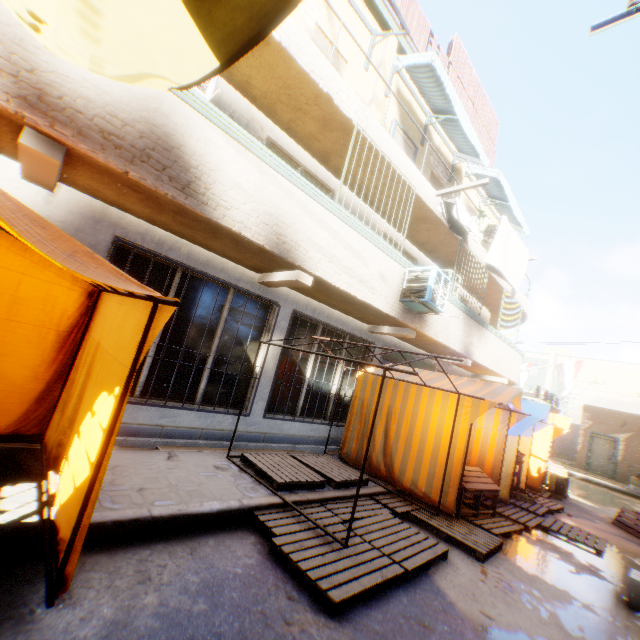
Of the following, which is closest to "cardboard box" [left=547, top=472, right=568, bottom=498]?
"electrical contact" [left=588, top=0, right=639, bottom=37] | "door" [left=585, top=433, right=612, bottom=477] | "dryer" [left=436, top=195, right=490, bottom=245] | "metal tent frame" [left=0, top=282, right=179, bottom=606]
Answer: "door" [left=585, top=433, right=612, bottom=477]

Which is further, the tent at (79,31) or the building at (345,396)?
the building at (345,396)

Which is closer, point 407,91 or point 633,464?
point 407,91

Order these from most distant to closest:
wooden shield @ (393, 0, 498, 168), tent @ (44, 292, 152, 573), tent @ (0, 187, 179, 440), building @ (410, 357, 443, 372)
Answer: building @ (410, 357, 443, 372)
wooden shield @ (393, 0, 498, 168)
tent @ (44, 292, 152, 573)
tent @ (0, 187, 179, 440)

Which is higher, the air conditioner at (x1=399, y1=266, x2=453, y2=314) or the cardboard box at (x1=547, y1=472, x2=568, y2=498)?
the air conditioner at (x1=399, y1=266, x2=453, y2=314)

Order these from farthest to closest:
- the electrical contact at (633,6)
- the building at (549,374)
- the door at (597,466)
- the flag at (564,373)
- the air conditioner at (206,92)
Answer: the building at (549,374), the door at (597,466), the flag at (564,373), the air conditioner at (206,92), the electrical contact at (633,6)

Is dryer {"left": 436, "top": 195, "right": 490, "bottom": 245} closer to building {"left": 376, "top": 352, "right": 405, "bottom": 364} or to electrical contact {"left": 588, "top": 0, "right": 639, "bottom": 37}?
building {"left": 376, "top": 352, "right": 405, "bottom": 364}

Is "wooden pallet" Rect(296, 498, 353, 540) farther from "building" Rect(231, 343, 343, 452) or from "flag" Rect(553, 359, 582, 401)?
"flag" Rect(553, 359, 582, 401)
